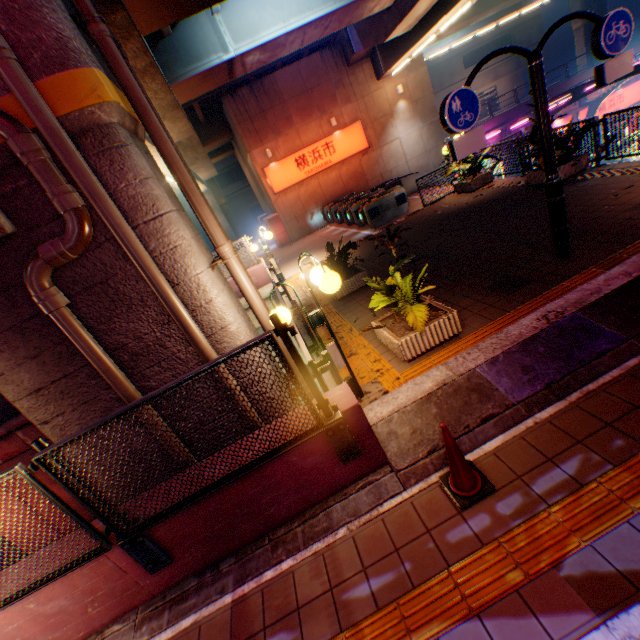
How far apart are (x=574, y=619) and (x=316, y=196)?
21.1 meters

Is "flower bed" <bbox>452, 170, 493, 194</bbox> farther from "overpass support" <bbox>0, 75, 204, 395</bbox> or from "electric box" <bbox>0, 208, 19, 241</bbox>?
"electric box" <bbox>0, 208, 19, 241</bbox>

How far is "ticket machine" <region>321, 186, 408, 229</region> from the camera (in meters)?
13.80

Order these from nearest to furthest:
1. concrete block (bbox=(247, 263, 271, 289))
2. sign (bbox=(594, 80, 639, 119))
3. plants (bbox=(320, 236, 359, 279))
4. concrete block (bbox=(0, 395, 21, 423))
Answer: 1. plants (bbox=(320, 236, 359, 279))
2. concrete block (bbox=(0, 395, 21, 423))
3. concrete block (bbox=(247, 263, 271, 289))
4. sign (bbox=(594, 80, 639, 119))

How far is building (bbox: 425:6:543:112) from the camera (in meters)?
42.94

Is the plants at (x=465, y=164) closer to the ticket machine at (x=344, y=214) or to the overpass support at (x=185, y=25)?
the overpass support at (x=185, y=25)

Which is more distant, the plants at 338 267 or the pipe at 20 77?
the plants at 338 267

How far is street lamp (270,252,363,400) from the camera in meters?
3.8
